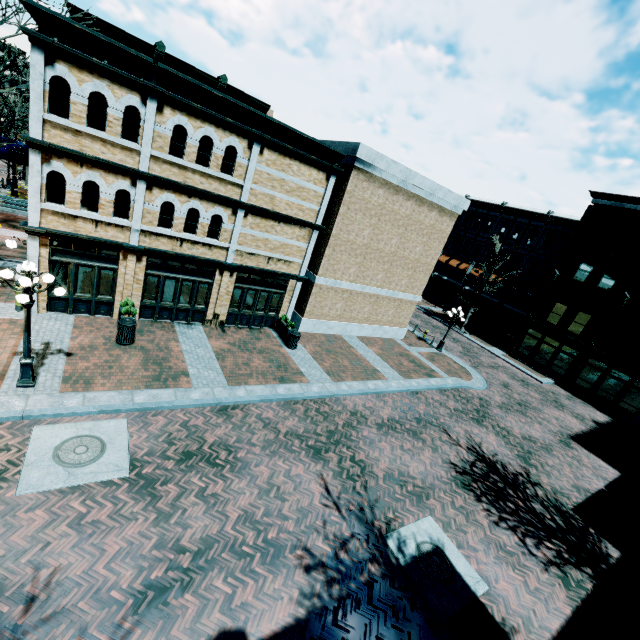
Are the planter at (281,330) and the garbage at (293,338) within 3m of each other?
yes

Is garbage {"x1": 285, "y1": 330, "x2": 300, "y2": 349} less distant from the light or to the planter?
the planter

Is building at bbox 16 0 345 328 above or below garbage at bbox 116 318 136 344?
above

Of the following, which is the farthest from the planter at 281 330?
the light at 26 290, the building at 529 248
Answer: the building at 529 248

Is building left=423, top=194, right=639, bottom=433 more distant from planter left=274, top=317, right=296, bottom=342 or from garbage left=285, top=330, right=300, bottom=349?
planter left=274, top=317, right=296, bottom=342

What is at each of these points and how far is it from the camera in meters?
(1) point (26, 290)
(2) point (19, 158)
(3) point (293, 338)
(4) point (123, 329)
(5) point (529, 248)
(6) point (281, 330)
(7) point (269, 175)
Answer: (1) light, 7.8 m
(2) awning, 22.2 m
(3) garbage, 16.3 m
(4) garbage, 12.1 m
(5) building, 33.7 m
(6) planter, 17.3 m
(7) building, 14.2 m

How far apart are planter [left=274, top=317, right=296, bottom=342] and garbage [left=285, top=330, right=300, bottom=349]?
0.0 meters

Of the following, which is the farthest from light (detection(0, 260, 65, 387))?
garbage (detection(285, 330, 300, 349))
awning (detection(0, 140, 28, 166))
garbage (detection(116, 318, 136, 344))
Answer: awning (detection(0, 140, 28, 166))
